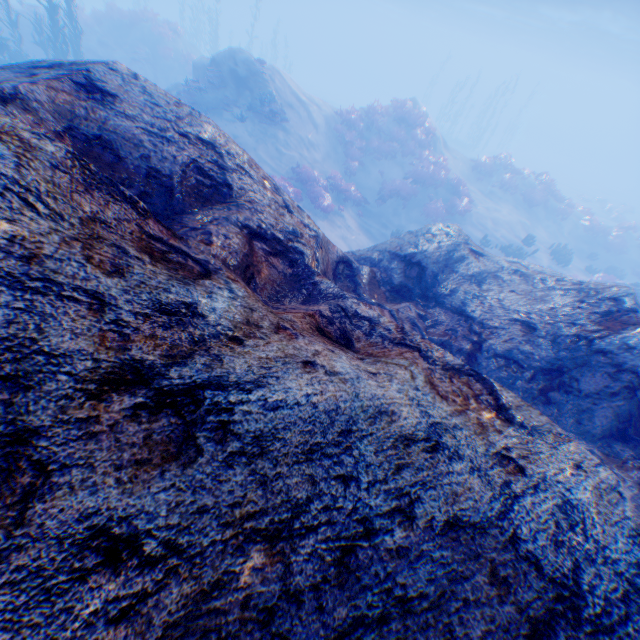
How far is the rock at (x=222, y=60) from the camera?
15.62m

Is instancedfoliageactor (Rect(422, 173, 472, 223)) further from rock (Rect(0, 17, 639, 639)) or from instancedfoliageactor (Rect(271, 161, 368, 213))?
→ rock (Rect(0, 17, 639, 639))

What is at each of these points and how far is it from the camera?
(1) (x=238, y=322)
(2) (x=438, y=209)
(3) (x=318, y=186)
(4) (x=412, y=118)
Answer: (1) rock, 2.3m
(2) instancedfoliageactor, 17.7m
(3) instancedfoliageactor, 15.6m
(4) instancedfoliageactor, 19.9m

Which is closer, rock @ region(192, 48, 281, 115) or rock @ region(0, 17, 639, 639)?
rock @ region(0, 17, 639, 639)

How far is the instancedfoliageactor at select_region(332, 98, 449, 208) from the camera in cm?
1820

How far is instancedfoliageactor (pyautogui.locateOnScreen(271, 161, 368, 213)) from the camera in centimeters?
1470cm

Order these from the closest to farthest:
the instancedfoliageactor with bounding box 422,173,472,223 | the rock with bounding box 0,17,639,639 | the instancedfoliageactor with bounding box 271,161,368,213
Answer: the rock with bounding box 0,17,639,639 → the instancedfoliageactor with bounding box 271,161,368,213 → the instancedfoliageactor with bounding box 422,173,472,223

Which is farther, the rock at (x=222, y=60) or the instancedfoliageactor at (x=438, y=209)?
the instancedfoliageactor at (x=438, y=209)
